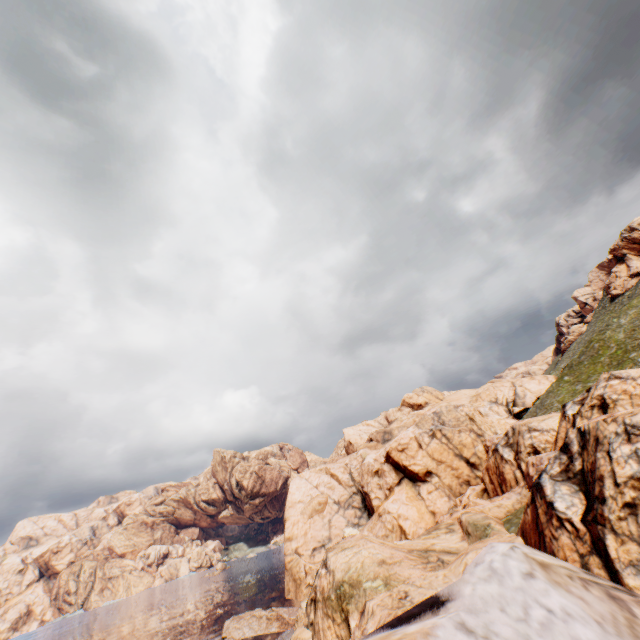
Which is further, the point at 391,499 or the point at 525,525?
the point at 391,499
